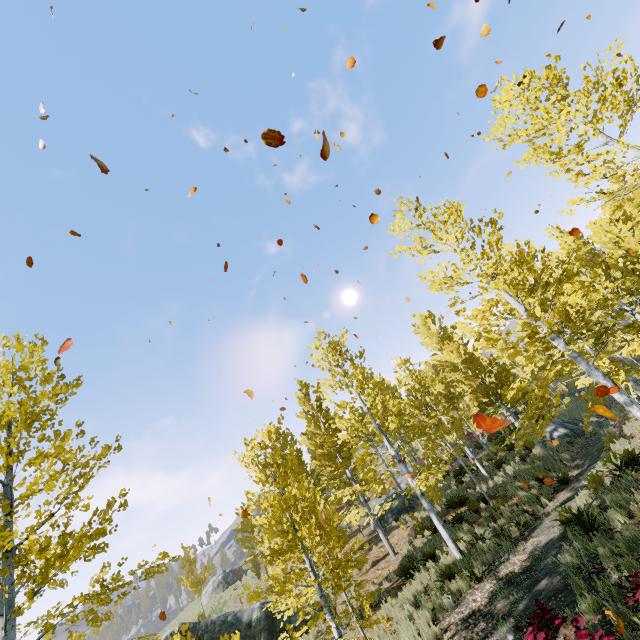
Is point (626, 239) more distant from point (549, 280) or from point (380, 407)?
point (380, 407)

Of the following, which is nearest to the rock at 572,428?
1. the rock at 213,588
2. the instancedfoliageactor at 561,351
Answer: the instancedfoliageactor at 561,351

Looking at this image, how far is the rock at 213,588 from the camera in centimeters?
2834cm

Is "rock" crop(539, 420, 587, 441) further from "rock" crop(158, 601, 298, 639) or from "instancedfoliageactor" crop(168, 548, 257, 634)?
"rock" crop(158, 601, 298, 639)

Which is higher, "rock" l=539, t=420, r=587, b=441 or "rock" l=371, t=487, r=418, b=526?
"rock" l=371, t=487, r=418, b=526

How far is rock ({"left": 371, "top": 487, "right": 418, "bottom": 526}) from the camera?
20.39m

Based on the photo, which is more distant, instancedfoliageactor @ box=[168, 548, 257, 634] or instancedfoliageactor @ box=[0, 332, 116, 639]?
instancedfoliageactor @ box=[168, 548, 257, 634]

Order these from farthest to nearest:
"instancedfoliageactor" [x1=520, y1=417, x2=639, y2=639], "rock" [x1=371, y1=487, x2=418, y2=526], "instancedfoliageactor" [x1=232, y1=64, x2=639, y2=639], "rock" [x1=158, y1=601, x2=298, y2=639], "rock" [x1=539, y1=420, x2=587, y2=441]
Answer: "rock" [x1=371, y1=487, x2=418, y2=526] < "rock" [x1=539, y1=420, x2=587, y2=441] < "rock" [x1=158, y1=601, x2=298, y2=639] < "instancedfoliageactor" [x1=232, y1=64, x2=639, y2=639] < "instancedfoliageactor" [x1=520, y1=417, x2=639, y2=639]
